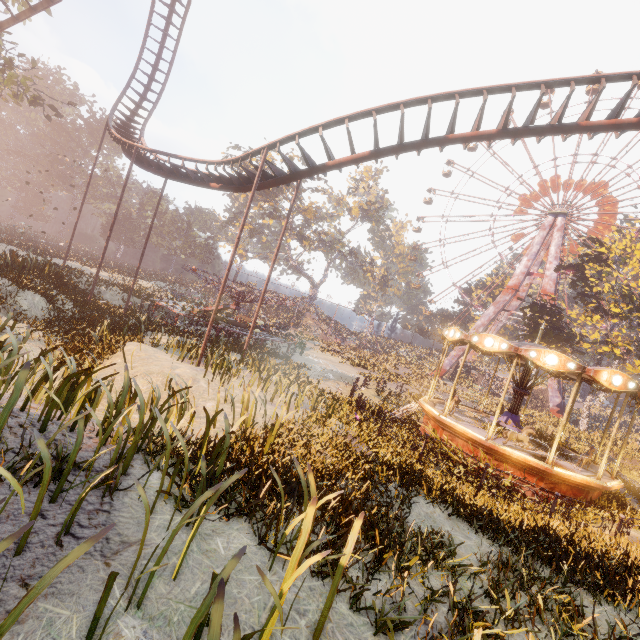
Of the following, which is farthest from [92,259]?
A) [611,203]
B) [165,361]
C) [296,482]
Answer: [611,203]

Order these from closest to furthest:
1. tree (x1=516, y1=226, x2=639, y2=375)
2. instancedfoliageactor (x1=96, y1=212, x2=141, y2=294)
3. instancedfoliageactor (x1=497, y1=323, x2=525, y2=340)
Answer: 1. instancedfoliageactor (x1=96, y1=212, x2=141, y2=294)
2. tree (x1=516, y1=226, x2=639, y2=375)
3. instancedfoliageactor (x1=497, y1=323, x2=525, y2=340)

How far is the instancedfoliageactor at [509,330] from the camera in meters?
54.6

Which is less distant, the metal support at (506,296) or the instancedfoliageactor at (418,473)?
the instancedfoliageactor at (418,473)

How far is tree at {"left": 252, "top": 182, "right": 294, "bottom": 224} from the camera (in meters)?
49.16

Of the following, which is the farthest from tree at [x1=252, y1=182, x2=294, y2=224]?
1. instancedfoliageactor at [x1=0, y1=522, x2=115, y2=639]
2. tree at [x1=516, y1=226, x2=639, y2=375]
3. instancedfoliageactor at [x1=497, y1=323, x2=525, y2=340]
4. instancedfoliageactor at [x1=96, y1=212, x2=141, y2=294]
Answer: instancedfoliageactor at [x1=0, y1=522, x2=115, y2=639]

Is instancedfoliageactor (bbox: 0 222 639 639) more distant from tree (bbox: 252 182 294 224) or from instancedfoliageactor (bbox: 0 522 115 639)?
tree (bbox: 252 182 294 224)

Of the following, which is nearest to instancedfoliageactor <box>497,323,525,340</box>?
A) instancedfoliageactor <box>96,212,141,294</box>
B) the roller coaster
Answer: the roller coaster
